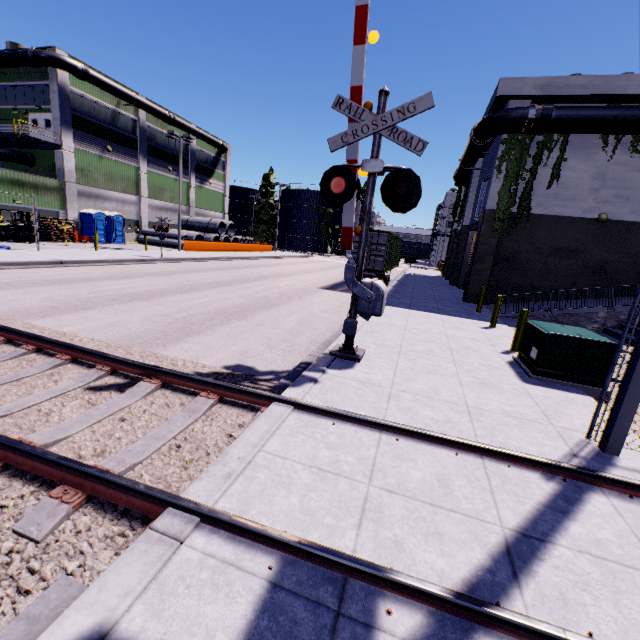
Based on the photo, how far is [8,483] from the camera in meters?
3.0 m

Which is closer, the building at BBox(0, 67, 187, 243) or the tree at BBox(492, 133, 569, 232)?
the tree at BBox(492, 133, 569, 232)

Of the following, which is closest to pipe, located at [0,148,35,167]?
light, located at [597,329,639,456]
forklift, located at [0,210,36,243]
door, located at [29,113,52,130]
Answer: door, located at [29,113,52,130]

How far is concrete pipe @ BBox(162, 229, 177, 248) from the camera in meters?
34.3

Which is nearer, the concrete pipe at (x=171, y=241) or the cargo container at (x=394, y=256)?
the cargo container at (x=394, y=256)

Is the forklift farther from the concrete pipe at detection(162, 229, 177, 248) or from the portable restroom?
the portable restroom

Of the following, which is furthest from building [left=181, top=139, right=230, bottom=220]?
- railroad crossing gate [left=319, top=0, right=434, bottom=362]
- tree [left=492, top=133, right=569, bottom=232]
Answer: railroad crossing gate [left=319, top=0, right=434, bottom=362]

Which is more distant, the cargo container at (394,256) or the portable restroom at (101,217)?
the portable restroom at (101,217)
